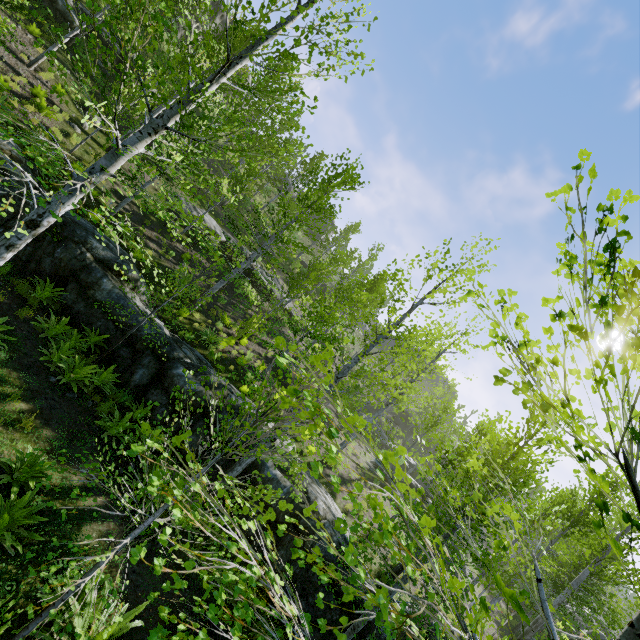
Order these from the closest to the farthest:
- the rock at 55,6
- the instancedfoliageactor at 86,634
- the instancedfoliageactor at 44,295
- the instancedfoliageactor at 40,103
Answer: Answer: the instancedfoliageactor at 86,634 → the instancedfoliageactor at 44,295 → the instancedfoliageactor at 40,103 → the rock at 55,6

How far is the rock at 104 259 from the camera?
9.6m

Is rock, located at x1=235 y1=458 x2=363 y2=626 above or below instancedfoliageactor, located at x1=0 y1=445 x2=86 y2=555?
above

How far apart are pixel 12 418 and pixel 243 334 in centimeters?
1061cm

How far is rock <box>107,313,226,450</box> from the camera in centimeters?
960cm

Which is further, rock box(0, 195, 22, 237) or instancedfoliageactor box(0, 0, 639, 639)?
rock box(0, 195, 22, 237)

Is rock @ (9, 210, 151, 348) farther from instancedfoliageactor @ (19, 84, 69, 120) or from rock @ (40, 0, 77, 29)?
rock @ (40, 0, 77, 29)
